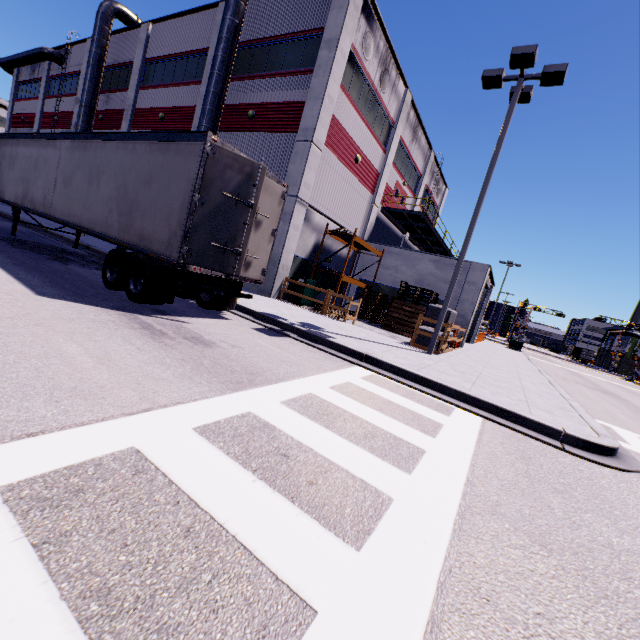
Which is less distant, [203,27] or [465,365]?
[465,365]

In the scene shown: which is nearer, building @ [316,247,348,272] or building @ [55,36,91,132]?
building @ [316,247,348,272]

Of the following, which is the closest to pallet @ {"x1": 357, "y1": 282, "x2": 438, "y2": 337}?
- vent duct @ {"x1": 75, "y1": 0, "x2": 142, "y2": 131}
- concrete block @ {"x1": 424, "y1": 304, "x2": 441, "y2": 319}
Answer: concrete block @ {"x1": 424, "y1": 304, "x2": 441, "y2": 319}

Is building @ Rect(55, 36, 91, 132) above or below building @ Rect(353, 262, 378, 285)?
above

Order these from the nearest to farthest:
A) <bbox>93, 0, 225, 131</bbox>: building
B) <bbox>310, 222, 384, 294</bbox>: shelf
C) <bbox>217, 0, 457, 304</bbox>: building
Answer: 1. <bbox>217, 0, 457, 304</bbox>: building
2. <bbox>310, 222, 384, 294</bbox>: shelf
3. <bbox>93, 0, 225, 131</bbox>: building

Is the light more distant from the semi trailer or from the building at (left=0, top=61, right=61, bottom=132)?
the building at (left=0, top=61, right=61, bottom=132)

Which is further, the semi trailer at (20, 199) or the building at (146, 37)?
the building at (146, 37)

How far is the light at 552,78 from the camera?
9.84m
